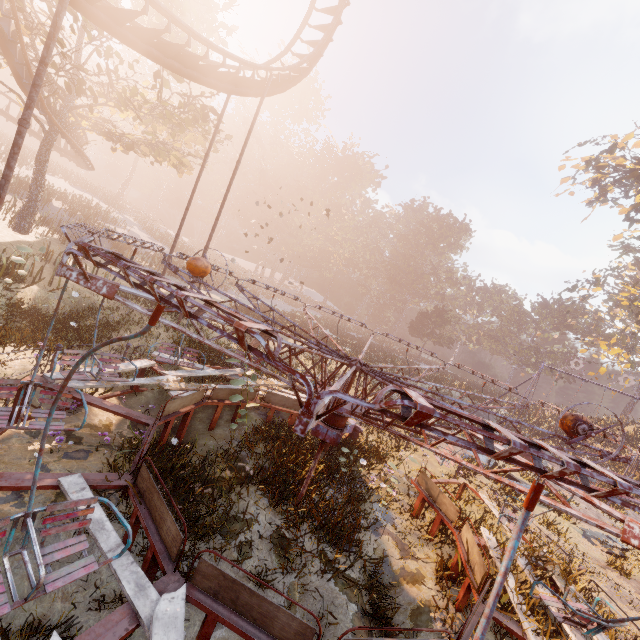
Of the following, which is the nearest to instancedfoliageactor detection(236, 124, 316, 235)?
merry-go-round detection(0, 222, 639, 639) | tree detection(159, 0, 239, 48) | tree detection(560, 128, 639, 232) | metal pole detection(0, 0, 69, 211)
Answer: merry-go-round detection(0, 222, 639, 639)

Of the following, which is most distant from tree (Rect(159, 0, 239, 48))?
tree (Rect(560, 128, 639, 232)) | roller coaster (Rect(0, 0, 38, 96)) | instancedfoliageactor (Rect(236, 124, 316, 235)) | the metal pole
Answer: tree (Rect(560, 128, 639, 232))

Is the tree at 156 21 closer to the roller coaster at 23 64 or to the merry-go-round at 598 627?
the roller coaster at 23 64

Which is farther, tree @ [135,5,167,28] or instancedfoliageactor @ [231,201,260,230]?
instancedfoliageactor @ [231,201,260,230]

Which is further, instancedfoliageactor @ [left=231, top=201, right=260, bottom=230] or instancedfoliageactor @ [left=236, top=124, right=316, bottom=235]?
instancedfoliageactor @ [left=231, top=201, right=260, bottom=230]

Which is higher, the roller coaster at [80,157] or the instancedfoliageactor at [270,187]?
the instancedfoliageactor at [270,187]

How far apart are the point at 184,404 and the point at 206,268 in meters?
3.2

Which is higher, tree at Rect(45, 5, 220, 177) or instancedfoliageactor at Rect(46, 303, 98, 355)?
tree at Rect(45, 5, 220, 177)
